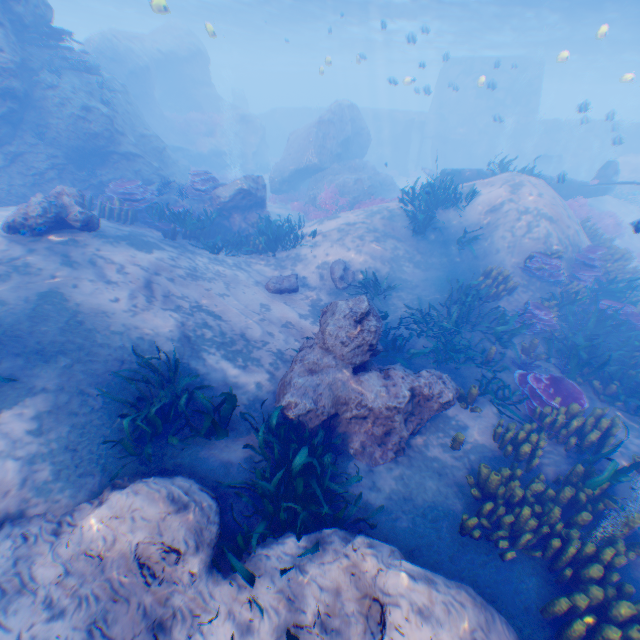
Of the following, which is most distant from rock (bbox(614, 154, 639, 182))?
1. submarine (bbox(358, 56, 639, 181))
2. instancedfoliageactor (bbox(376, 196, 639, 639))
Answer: instancedfoliageactor (bbox(376, 196, 639, 639))

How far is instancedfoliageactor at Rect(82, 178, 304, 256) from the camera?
11.09m

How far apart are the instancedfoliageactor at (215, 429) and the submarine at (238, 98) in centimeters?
4559cm

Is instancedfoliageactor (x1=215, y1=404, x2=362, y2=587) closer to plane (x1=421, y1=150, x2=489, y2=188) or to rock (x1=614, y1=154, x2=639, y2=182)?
rock (x1=614, y1=154, x2=639, y2=182)

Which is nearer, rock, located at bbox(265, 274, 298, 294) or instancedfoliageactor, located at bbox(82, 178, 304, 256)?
rock, located at bbox(265, 274, 298, 294)

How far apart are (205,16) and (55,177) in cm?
3522

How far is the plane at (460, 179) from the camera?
15.5m

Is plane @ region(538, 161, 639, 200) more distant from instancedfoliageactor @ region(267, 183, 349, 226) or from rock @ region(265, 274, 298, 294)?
instancedfoliageactor @ region(267, 183, 349, 226)
